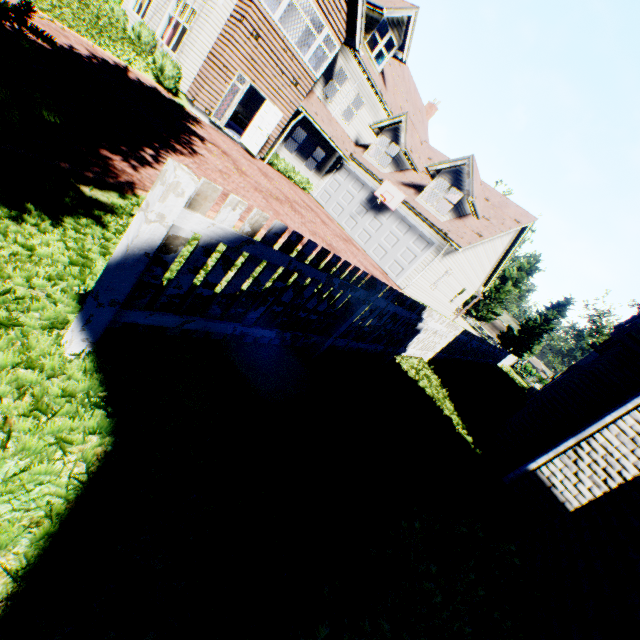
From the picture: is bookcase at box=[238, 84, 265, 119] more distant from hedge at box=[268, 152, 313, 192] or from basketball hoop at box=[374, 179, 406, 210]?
basketball hoop at box=[374, 179, 406, 210]

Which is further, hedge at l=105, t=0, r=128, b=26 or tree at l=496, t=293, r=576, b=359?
tree at l=496, t=293, r=576, b=359

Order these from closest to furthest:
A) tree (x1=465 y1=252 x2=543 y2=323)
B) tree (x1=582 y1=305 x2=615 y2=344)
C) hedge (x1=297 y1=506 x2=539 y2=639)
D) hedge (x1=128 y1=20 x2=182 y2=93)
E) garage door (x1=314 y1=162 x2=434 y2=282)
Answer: hedge (x1=297 y1=506 x2=539 y2=639) → hedge (x1=128 y1=20 x2=182 y2=93) → garage door (x1=314 y1=162 x2=434 y2=282) → tree (x1=465 y1=252 x2=543 y2=323) → tree (x1=582 y1=305 x2=615 y2=344)

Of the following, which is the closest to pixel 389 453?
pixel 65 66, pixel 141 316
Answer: Result: pixel 141 316

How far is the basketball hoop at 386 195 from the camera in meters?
17.6 m

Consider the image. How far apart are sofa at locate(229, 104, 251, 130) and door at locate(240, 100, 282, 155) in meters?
6.0

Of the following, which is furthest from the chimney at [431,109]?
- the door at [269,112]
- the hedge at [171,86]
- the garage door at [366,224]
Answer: the hedge at [171,86]

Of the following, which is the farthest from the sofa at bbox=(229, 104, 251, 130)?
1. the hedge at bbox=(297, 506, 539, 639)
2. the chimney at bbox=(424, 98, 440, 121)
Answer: the hedge at bbox=(297, 506, 539, 639)
